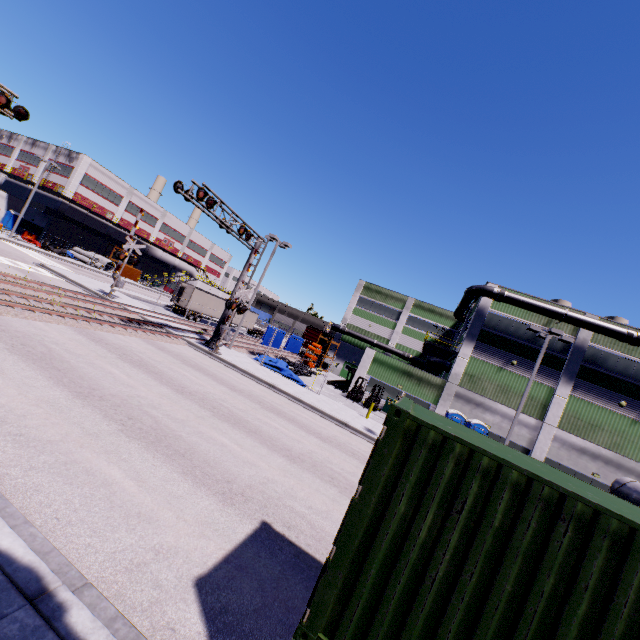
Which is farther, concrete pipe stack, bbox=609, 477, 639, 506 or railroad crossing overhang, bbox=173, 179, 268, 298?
concrete pipe stack, bbox=609, 477, 639, 506

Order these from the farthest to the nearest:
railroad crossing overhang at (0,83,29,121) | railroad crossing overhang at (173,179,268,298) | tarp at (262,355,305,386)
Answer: tarp at (262,355,305,386), railroad crossing overhang at (173,179,268,298), railroad crossing overhang at (0,83,29,121)

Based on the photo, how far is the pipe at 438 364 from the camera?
33.23m

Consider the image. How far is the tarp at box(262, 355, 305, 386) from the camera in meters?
24.2 m

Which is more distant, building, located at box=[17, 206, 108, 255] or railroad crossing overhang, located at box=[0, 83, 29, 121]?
building, located at box=[17, 206, 108, 255]

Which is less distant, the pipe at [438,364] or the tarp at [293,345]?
the pipe at [438,364]

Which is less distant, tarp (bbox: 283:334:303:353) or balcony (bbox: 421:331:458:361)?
balcony (bbox: 421:331:458:361)

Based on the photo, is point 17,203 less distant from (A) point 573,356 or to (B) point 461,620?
(B) point 461,620
